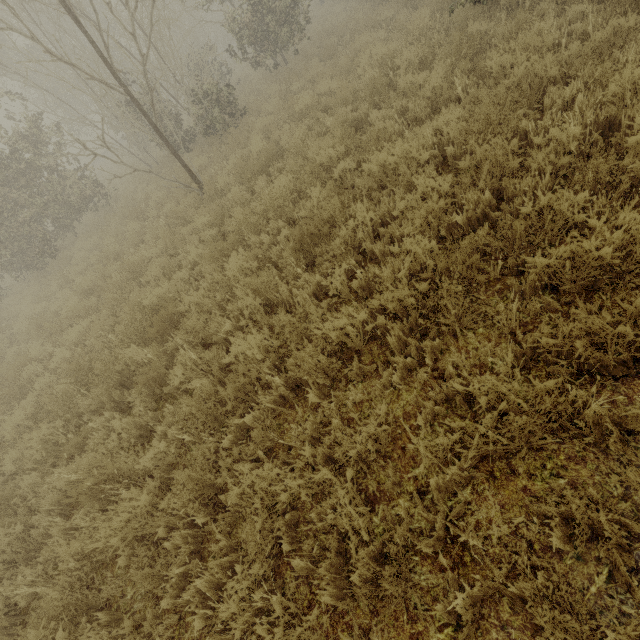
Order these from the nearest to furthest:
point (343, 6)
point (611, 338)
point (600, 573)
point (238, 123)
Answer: point (600, 573) < point (611, 338) < point (238, 123) < point (343, 6)
